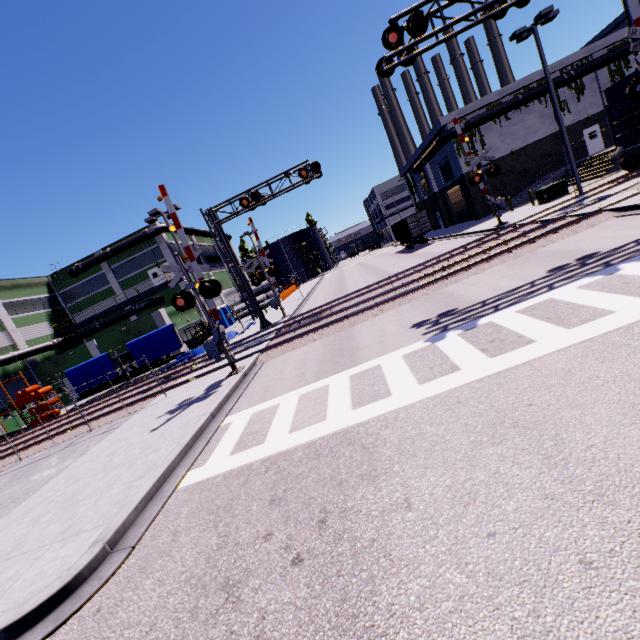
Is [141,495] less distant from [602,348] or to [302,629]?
[302,629]

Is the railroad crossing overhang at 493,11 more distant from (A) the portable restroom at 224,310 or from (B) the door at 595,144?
(B) the door at 595,144

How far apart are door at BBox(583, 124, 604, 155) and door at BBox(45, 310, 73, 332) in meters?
60.9 m

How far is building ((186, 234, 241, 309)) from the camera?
46.28m

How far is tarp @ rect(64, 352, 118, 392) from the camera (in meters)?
24.30

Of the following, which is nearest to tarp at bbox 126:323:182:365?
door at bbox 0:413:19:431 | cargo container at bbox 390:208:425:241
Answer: cargo container at bbox 390:208:425:241

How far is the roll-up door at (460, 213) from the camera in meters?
36.9 m

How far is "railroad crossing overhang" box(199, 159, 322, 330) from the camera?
20.2m
